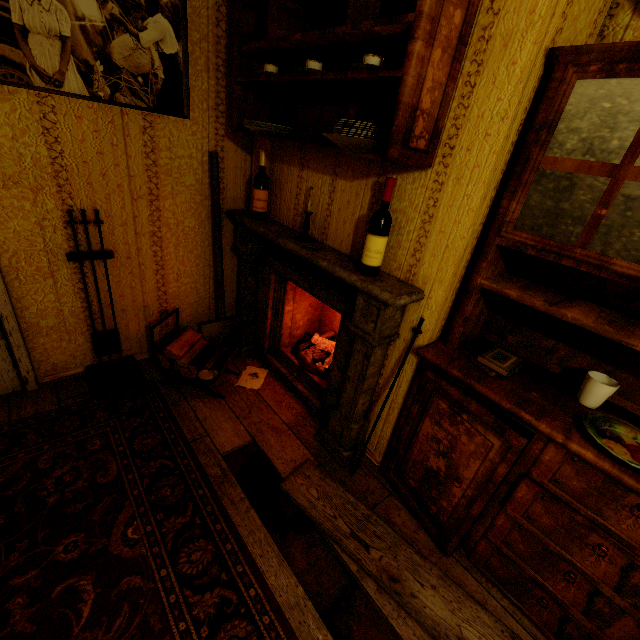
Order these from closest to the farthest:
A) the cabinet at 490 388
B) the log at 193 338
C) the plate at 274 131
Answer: the cabinet at 490 388 < the plate at 274 131 < the log at 193 338

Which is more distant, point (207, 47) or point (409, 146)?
point (207, 47)

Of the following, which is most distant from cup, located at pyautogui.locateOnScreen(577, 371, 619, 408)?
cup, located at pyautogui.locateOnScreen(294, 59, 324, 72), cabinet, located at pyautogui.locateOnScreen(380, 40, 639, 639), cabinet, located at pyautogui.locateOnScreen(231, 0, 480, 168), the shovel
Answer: the shovel

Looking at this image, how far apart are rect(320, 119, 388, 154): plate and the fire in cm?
159

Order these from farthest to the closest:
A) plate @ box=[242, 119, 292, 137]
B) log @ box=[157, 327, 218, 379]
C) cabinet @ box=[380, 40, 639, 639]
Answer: log @ box=[157, 327, 218, 379] → plate @ box=[242, 119, 292, 137] → cabinet @ box=[380, 40, 639, 639]

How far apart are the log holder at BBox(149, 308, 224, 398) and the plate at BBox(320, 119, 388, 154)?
1.42m

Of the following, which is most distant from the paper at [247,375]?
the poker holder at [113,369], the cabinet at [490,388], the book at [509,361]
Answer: the book at [509,361]

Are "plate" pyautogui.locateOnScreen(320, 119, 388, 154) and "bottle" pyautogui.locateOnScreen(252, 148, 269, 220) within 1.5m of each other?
yes
